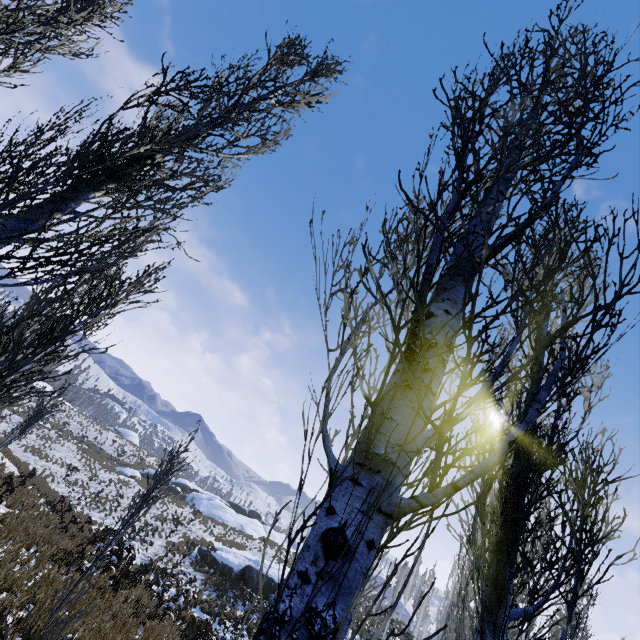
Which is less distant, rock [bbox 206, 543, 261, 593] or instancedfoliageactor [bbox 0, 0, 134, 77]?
instancedfoliageactor [bbox 0, 0, 134, 77]

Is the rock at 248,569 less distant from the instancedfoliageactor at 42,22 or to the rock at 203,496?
the instancedfoliageactor at 42,22

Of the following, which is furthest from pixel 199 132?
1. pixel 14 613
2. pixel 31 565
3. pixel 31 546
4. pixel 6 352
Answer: pixel 31 546

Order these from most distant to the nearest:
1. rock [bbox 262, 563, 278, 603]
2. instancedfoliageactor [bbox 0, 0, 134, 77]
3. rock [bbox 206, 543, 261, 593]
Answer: rock [bbox 206, 543, 261, 593] → rock [bbox 262, 563, 278, 603] → instancedfoliageactor [bbox 0, 0, 134, 77]

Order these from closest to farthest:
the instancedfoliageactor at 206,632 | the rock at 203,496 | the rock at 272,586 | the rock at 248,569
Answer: the instancedfoliageactor at 206,632 < the rock at 272,586 < the rock at 248,569 < the rock at 203,496

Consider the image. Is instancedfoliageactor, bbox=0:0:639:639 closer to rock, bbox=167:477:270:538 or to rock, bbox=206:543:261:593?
rock, bbox=206:543:261:593
